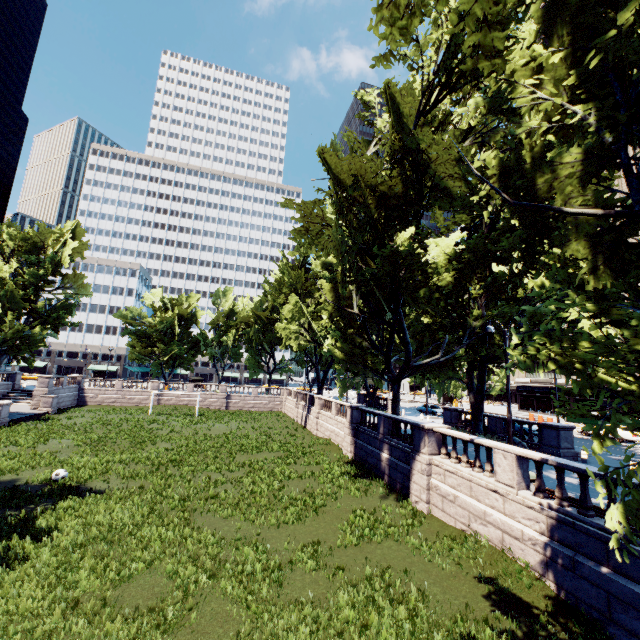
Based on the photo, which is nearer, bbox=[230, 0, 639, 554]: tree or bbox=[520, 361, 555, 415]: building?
bbox=[230, 0, 639, 554]: tree

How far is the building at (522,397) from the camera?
54.81m

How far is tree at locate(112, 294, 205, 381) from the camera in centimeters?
5369cm

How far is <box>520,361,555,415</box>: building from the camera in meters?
54.8

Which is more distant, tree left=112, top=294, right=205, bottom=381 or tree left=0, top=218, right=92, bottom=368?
tree left=112, top=294, right=205, bottom=381

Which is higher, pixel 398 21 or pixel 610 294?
pixel 398 21

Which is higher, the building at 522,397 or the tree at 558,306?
the tree at 558,306
